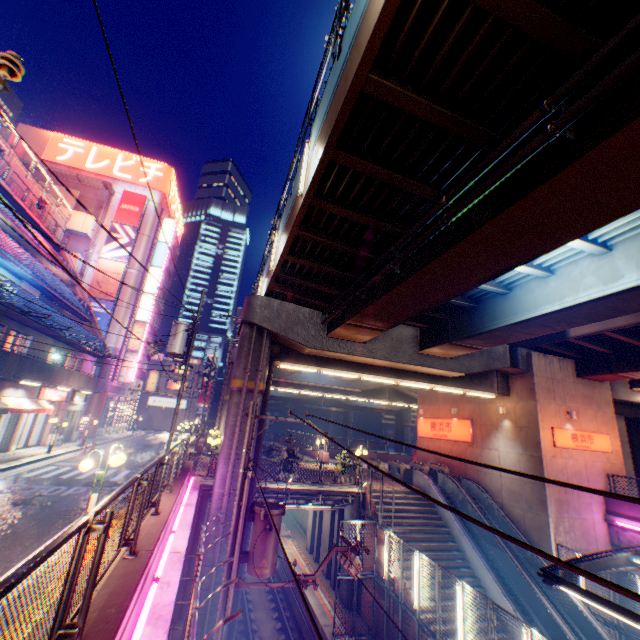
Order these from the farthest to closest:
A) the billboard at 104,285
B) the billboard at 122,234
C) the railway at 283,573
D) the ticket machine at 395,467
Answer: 1. the billboard at 122,234
2. the billboard at 104,285
3. the ticket machine at 395,467
4. the railway at 283,573

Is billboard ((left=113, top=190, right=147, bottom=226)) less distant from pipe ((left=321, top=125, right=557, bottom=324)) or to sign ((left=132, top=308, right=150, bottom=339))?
sign ((left=132, top=308, right=150, bottom=339))

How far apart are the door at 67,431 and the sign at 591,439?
33.7 meters

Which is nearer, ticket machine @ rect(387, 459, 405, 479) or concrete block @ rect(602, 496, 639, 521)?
concrete block @ rect(602, 496, 639, 521)

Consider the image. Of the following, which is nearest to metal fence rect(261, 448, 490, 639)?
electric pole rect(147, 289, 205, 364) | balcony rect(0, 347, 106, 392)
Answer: electric pole rect(147, 289, 205, 364)

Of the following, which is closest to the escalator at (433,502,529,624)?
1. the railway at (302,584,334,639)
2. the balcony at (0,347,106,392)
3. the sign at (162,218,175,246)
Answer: the railway at (302,584,334,639)

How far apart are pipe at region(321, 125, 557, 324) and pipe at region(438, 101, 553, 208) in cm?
28

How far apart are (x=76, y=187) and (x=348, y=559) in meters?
45.6 m
